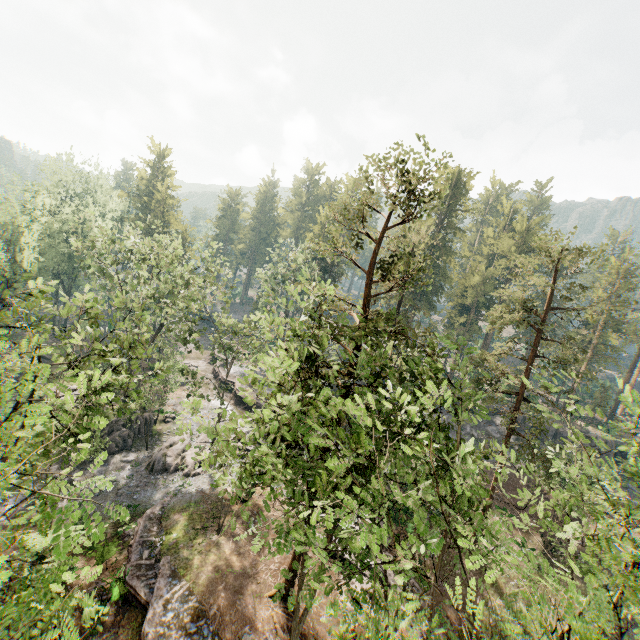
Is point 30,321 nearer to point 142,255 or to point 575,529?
point 142,255

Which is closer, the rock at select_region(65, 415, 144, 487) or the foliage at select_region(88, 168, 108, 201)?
the rock at select_region(65, 415, 144, 487)

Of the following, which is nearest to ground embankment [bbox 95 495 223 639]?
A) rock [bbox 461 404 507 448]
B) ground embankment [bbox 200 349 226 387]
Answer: ground embankment [bbox 200 349 226 387]

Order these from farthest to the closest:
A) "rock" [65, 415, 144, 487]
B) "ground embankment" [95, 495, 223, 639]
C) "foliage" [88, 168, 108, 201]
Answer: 1. "foliage" [88, 168, 108, 201]
2. "rock" [65, 415, 144, 487]
3. "ground embankment" [95, 495, 223, 639]

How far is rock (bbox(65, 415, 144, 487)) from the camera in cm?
2708

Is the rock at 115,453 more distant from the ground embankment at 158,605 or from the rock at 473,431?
the rock at 473,431

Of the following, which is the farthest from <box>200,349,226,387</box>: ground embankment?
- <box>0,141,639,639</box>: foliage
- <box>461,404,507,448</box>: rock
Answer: <box>461,404,507,448</box>: rock

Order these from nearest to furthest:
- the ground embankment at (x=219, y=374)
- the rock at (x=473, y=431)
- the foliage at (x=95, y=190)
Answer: the rock at (x=473, y=431) < the ground embankment at (x=219, y=374) < the foliage at (x=95, y=190)
